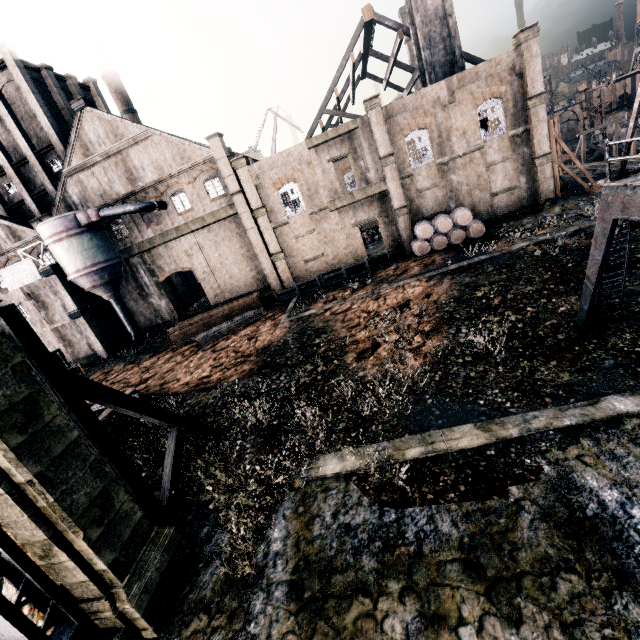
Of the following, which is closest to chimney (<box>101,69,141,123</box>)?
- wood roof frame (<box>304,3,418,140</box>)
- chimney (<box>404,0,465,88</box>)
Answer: wood roof frame (<box>304,3,418,140</box>)

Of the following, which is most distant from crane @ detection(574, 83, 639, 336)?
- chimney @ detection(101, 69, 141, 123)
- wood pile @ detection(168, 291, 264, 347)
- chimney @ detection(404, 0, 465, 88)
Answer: chimney @ detection(101, 69, 141, 123)

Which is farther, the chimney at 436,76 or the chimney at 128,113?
the chimney at 128,113

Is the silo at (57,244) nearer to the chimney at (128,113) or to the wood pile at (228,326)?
the wood pile at (228,326)

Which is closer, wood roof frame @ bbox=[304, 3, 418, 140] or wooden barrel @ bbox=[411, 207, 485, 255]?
wooden barrel @ bbox=[411, 207, 485, 255]

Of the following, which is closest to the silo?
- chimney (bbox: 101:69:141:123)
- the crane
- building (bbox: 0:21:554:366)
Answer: chimney (bbox: 101:69:141:123)

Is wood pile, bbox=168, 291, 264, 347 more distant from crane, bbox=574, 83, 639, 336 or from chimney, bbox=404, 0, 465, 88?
chimney, bbox=404, 0, 465, 88

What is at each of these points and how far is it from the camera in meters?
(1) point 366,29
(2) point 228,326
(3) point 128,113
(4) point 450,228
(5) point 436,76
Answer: (1) wood roof frame, 32.9 m
(2) wood pile, 28.6 m
(3) chimney, 44.9 m
(4) wooden barrel, 27.3 m
(5) chimney, 28.9 m
